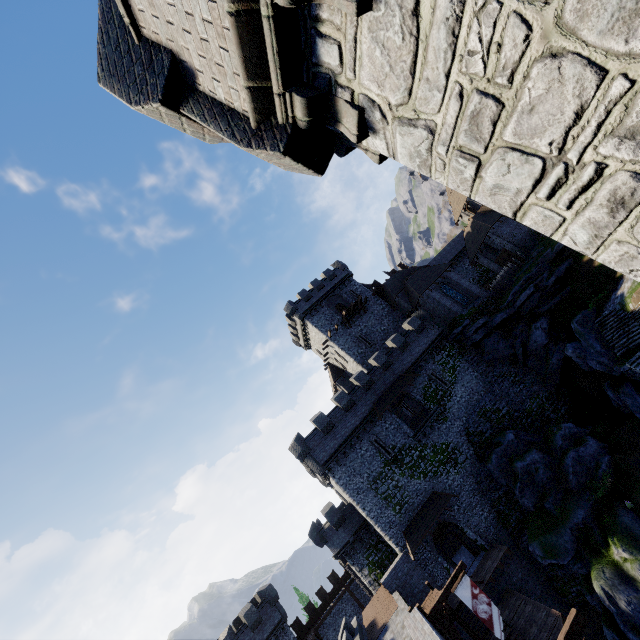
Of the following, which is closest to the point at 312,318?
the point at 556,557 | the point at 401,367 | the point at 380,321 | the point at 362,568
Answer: the point at 380,321

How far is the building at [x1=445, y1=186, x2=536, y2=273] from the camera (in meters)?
38.78

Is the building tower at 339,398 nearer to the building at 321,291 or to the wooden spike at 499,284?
the building at 321,291

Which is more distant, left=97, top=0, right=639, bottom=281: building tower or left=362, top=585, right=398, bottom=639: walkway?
left=362, top=585, right=398, bottom=639: walkway

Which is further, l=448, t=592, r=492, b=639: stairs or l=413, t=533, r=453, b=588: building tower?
l=413, t=533, r=453, b=588: building tower

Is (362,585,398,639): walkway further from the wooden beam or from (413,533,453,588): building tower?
the wooden beam

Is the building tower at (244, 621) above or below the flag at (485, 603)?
above

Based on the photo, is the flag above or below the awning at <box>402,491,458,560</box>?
below
